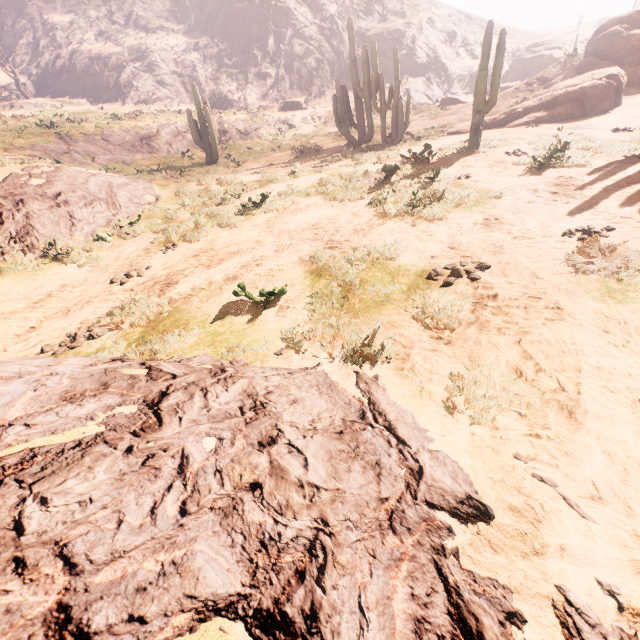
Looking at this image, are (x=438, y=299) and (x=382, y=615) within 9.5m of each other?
yes

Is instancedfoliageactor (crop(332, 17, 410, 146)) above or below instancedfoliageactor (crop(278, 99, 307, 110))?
below

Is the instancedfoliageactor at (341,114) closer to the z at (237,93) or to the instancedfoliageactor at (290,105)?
the z at (237,93)

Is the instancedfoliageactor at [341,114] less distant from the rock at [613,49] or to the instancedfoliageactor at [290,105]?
the rock at [613,49]

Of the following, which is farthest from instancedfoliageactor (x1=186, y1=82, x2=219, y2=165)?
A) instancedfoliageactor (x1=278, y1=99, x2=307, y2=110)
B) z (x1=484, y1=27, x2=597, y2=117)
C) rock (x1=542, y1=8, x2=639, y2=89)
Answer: z (x1=484, y1=27, x2=597, y2=117)

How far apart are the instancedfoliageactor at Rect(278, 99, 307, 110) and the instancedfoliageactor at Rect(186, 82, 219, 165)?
15.7m

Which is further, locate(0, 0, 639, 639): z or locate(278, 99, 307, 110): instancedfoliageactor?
locate(278, 99, 307, 110): instancedfoliageactor

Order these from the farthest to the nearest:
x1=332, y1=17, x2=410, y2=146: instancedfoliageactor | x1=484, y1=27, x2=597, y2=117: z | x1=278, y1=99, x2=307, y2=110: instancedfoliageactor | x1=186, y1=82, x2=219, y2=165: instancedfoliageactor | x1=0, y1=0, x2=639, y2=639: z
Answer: x1=278, y1=99, x2=307, y2=110: instancedfoliageactor, x1=484, y1=27, x2=597, y2=117: z, x1=186, y1=82, x2=219, y2=165: instancedfoliageactor, x1=332, y1=17, x2=410, y2=146: instancedfoliageactor, x1=0, y1=0, x2=639, y2=639: z
